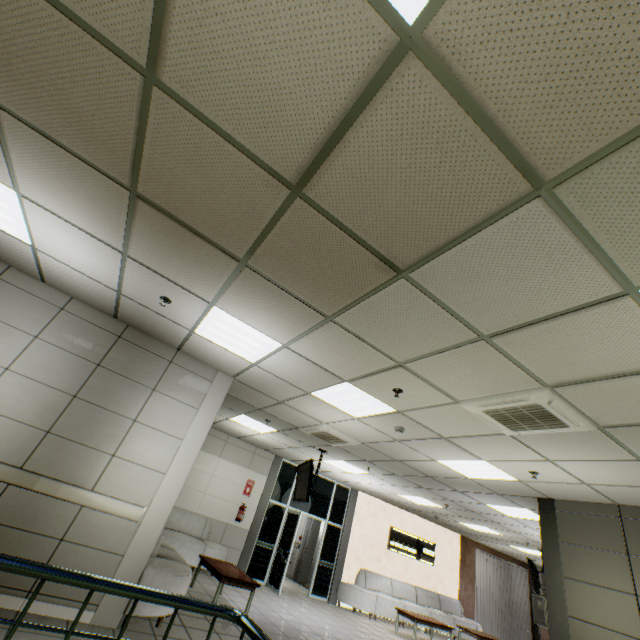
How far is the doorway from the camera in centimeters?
920cm

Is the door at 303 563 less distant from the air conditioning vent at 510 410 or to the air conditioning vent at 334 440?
the air conditioning vent at 334 440

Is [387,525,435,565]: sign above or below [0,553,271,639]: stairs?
above

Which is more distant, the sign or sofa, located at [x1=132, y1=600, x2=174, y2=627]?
the sign

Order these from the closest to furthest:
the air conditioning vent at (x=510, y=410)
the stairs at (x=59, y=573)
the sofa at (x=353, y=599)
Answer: the stairs at (x=59, y=573)
the air conditioning vent at (x=510, y=410)
the sofa at (x=353, y=599)

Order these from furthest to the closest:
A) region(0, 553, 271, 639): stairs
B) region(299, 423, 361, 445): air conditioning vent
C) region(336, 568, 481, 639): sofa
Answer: region(336, 568, 481, 639): sofa → region(299, 423, 361, 445): air conditioning vent → region(0, 553, 271, 639): stairs

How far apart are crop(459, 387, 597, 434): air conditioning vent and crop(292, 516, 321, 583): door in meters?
9.8 m

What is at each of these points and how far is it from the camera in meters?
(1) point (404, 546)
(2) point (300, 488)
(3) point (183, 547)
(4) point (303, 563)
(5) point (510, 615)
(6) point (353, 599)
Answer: (1) sign, 11.9 m
(2) tv, 7.7 m
(3) sofa, 7.7 m
(4) door, 12.1 m
(5) blinds, 13.5 m
(6) sofa, 9.7 m
